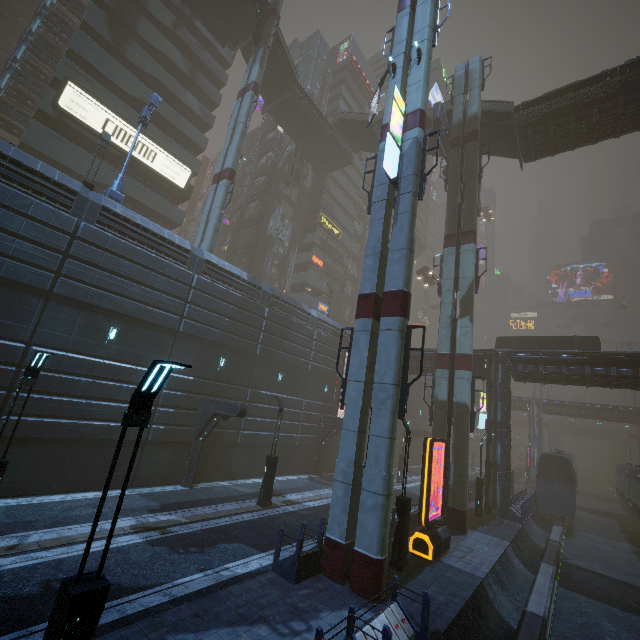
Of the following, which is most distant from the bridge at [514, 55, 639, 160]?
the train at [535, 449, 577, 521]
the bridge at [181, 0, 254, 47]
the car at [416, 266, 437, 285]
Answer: the train at [535, 449, 577, 521]

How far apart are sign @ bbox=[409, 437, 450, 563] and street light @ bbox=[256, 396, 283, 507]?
7.5 meters

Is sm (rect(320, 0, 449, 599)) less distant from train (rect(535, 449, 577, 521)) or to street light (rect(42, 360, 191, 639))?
street light (rect(42, 360, 191, 639))

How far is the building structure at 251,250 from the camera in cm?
3984

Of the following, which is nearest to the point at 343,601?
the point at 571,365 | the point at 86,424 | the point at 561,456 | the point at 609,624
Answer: the point at 609,624

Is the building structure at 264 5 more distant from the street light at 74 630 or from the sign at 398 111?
the street light at 74 630

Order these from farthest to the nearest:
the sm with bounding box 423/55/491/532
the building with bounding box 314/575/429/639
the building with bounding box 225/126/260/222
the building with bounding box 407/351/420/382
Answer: the building with bounding box 225/126/260/222, the building with bounding box 407/351/420/382, the sm with bounding box 423/55/491/532, the building with bounding box 314/575/429/639

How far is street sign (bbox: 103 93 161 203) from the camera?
17.16m
